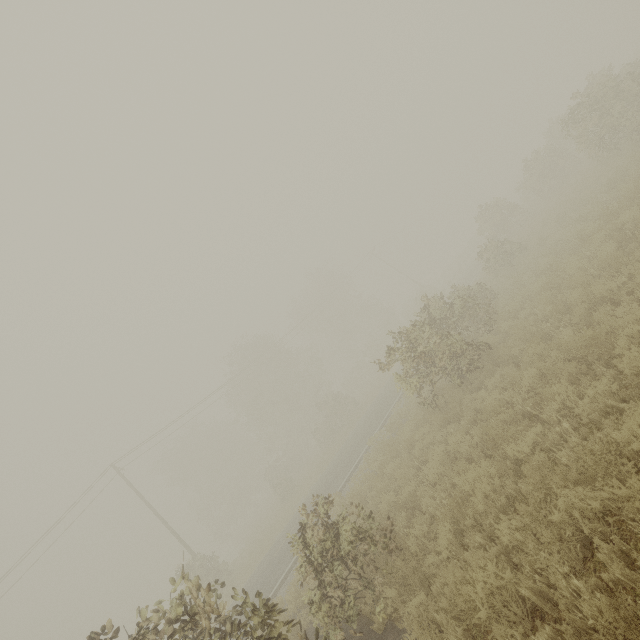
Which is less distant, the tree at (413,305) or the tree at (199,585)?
the tree at (199,585)

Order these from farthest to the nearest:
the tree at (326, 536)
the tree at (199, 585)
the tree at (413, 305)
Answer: the tree at (413, 305) → the tree at (326, 536) → the tree at (199, 585)

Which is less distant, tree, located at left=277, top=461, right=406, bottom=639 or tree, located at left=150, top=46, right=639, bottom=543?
→ tree, located at left=277, top=461, right=406, bottom=639

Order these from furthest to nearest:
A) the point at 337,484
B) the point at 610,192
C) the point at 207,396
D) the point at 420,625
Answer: the point at 207,396
the point at 337,484
the point at 610,192
the point at 420,625

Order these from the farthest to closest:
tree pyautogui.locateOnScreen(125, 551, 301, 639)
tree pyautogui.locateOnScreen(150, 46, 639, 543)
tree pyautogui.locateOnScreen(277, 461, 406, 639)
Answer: tree pyautogui.locateOnScreen(150, 46, 639, 543) < tree pyautogui.locateOnScreen(277, 461, 406, 639) < tree pyautogui.locateOnScreen(125, 551, 301, 639)
